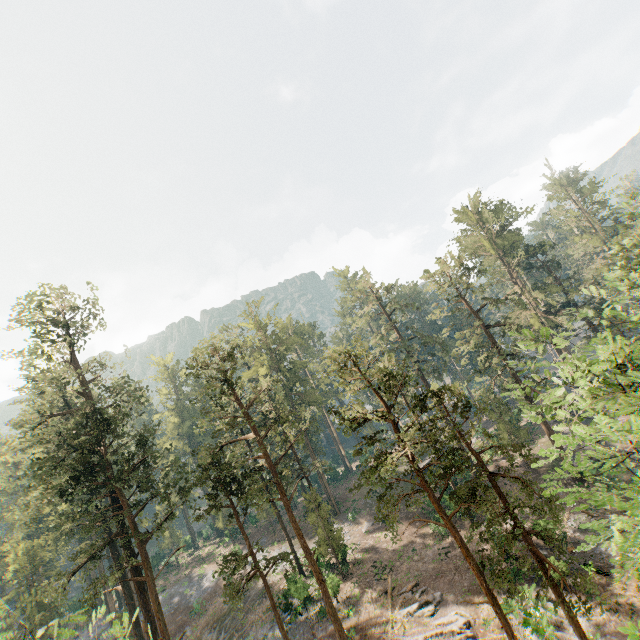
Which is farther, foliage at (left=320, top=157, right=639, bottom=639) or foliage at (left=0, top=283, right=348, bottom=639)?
foliage at (left=0, top=283, right=348, bottom=639)

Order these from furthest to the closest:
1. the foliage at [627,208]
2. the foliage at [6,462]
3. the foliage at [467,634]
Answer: the foliage at [6,462] < the foliage at [467,634] < the foliage at [627,208]

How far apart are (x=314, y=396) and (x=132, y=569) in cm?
2681

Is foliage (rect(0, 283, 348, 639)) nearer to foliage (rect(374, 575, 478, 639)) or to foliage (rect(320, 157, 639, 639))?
foliage (rect(320, 157, 639, 639))

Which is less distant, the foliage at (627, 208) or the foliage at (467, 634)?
the foliage at (627, 208)

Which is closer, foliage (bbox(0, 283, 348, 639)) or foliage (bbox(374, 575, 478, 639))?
foliage (bbox(374, 575, 478, 639))

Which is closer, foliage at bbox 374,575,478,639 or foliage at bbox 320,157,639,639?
foliage at bbox 320,157,639,639
